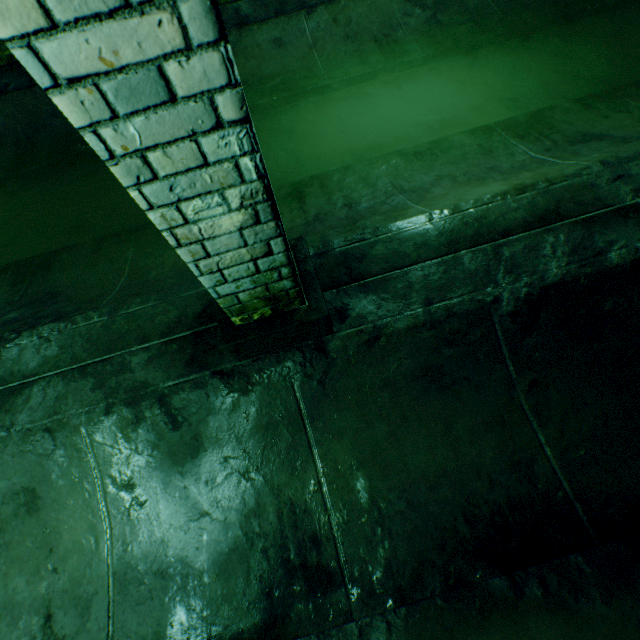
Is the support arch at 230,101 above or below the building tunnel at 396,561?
above

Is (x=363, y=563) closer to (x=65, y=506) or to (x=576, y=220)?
(x=65, y=506)

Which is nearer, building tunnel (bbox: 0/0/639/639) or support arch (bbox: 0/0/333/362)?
support arch (bbox: 0/0/333/362)

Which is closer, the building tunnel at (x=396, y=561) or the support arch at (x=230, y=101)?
the support arch at (x=230, y=101)

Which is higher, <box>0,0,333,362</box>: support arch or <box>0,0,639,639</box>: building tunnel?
<box>0,0,333,362</box>: support arch
